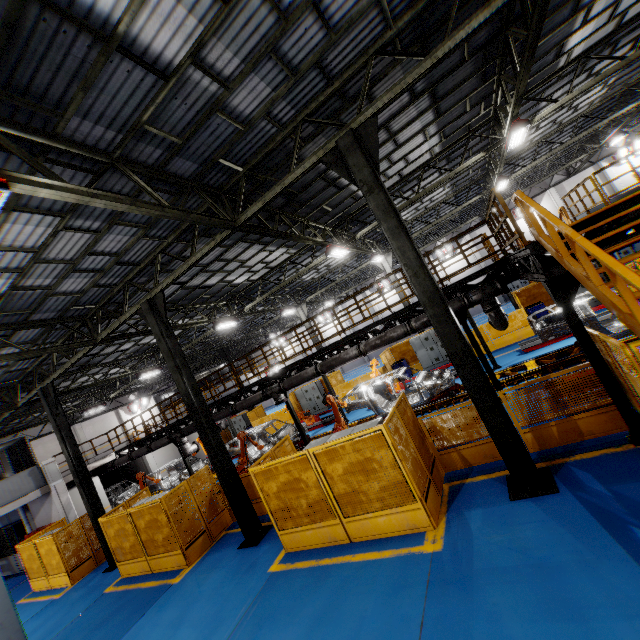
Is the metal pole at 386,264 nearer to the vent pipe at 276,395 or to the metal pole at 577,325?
the vent pipe at 276,395

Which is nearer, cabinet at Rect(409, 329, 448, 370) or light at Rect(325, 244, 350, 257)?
light at Rect(325, 244, 350, 257)

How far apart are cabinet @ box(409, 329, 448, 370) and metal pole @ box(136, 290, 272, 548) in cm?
1335

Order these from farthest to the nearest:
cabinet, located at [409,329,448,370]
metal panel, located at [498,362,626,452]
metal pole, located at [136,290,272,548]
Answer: cabinet, located at [409,329,448,370] → metal pole, located at [136,290,272,548] → metal panel, located at [498,362,626,452]

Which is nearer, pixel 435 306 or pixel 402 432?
pixel 435 306

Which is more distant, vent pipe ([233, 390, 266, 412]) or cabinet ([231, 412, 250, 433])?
cabinet ([231, 412, 250, 433])

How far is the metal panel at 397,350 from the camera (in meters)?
20.03

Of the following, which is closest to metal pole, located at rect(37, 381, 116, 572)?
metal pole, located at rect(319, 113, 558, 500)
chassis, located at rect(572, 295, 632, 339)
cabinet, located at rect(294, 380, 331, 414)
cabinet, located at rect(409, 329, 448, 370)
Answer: chassis, located at rect(572, 295, 632, 339)
